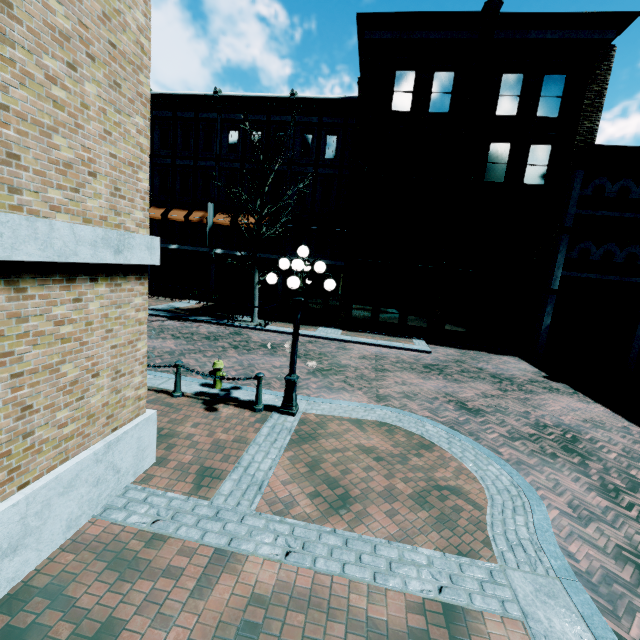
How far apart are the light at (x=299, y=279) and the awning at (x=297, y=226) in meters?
13.8 m

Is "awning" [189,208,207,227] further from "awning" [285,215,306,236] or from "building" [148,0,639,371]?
"awning" [285,215,306,236]

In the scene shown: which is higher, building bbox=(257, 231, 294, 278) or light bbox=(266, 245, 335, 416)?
building bbox=(257, 231, 294, 278)

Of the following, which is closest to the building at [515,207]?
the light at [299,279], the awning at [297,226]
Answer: the awning at [297,226]

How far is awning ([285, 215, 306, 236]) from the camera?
20.5m

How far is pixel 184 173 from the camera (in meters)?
22.14

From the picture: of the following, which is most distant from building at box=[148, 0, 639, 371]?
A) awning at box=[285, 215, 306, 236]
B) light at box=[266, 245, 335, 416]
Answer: light at box=[266, 245, 335, 416]
